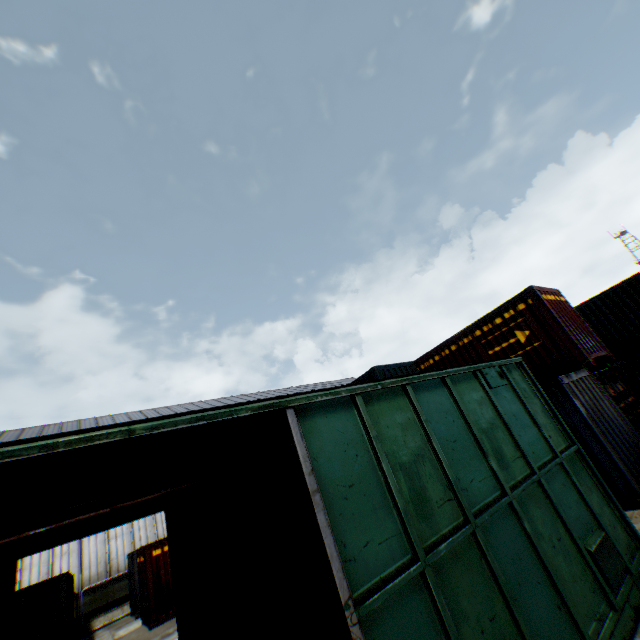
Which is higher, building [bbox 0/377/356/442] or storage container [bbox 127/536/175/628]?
building [bbox 0/377/356/442]

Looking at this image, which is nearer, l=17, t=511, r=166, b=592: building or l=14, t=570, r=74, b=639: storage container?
l=14, t=570, r=74, b=639: storage container

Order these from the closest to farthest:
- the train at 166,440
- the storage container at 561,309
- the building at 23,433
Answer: the train at 166,440, the storage container at 561,309, the building at 23,433

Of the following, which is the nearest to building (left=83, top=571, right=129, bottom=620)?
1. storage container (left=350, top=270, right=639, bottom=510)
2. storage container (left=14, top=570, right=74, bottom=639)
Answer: storage container (left=14, top=570, right=74, bottom=639)

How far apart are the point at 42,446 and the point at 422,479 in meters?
3.2 m

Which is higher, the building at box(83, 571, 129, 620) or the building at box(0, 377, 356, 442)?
the building at box(0, 377, 356, 442)

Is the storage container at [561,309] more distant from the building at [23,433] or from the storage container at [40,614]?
the building at [23,433]

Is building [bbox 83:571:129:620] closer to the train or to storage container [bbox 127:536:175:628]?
storage container [bbox 127:536:175:628]
